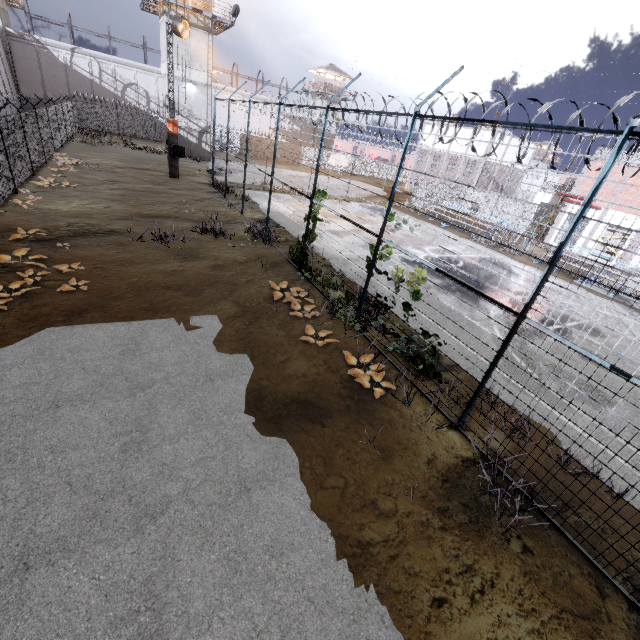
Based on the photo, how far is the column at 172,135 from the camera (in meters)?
21.89

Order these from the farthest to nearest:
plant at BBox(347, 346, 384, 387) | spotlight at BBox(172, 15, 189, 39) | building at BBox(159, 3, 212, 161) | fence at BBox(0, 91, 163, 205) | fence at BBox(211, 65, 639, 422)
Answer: building at BBox(159, 3, 212, 161) → spotlight at BBox(172, 15, 189, 39) → fence at BBox(0, 91, 163, 205) → plant at BBox(347, 346, 384, 387) → fence at BBox(211, 65, 639, 422)

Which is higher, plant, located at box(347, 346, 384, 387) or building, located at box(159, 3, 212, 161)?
building, located at box(159, 3, 212, 161)

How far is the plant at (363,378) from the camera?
7.23m

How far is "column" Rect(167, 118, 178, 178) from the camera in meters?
21.9

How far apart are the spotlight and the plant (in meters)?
24.00

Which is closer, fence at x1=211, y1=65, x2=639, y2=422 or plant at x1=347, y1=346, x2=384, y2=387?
fence at x1=211, y1=65, x2=639, y2=422

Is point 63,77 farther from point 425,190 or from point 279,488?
point 279,488
